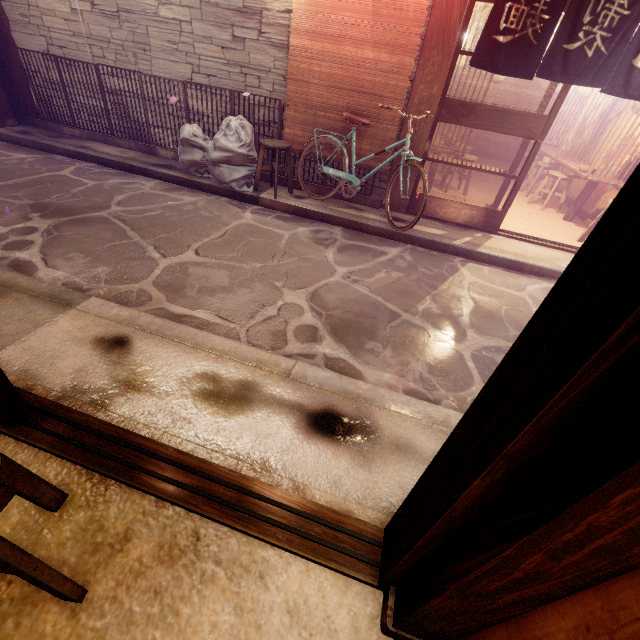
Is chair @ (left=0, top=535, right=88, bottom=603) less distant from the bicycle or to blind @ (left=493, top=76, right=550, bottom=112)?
the bicycle

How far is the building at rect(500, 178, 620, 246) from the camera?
10.3 meters

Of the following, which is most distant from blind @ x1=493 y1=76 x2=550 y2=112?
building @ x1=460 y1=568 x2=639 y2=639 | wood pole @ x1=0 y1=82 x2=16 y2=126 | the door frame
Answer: building @ x1=460 y1=568 x2=639 y2=639

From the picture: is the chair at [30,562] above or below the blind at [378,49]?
below

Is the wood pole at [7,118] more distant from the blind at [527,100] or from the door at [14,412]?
the blind at [527,100]

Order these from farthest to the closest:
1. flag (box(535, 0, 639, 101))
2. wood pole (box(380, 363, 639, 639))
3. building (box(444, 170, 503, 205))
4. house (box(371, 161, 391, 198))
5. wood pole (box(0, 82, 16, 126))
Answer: building (box(444, 170, 503, 205)) < wood pole (box(0, 82, 16, 126)) < house (box(371, 161, 391, 198)) < flag (box(535, 0, 639, 101)) < wood pole (box(380, 363, 639, 639))

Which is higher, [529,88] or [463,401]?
[529,88]

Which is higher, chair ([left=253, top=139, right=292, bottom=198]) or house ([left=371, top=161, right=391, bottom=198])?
chair ([left=253, top=139, right=292, bottom=198])
